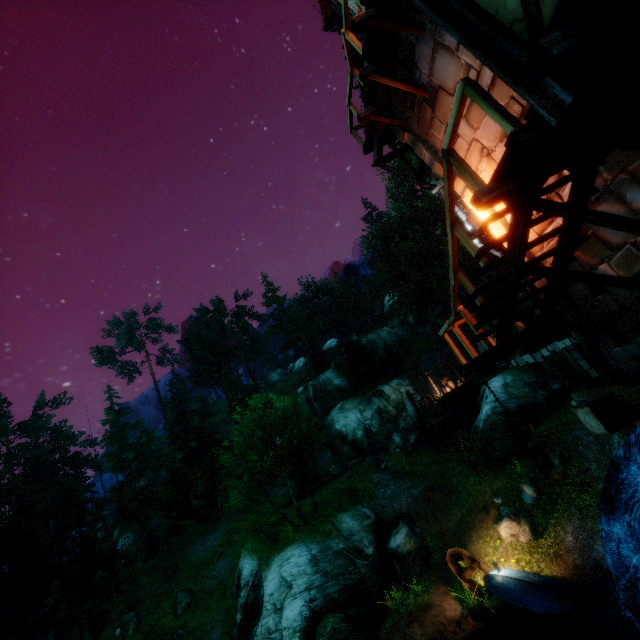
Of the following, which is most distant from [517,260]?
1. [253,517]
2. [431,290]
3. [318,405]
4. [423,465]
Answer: [318,405]

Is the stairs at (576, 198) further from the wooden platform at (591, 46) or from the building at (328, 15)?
the building at (328, 15)

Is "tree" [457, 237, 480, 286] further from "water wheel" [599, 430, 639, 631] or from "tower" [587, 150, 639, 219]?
"water wheel" [599, 430, 639, 631]

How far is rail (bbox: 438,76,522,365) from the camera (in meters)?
3.29

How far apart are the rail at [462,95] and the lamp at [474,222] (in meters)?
1.37

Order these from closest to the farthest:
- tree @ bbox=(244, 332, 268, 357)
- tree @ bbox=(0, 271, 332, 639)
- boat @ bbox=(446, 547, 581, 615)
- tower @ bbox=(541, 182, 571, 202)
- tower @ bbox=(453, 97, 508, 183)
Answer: tower @ bbox=(541, 182, 571, 202) < tower @ bbox=(453, 97, 508, 183) < boat @ bbox=(446, 547, 581, 615) < tree @ bbox=(0, 271, 332, 639) < tree @ bbox=(244, 332, 268, 357)

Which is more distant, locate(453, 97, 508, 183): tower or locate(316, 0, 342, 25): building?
locate(316, 0, 342, 25): building

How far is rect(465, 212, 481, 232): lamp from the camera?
6.4m
